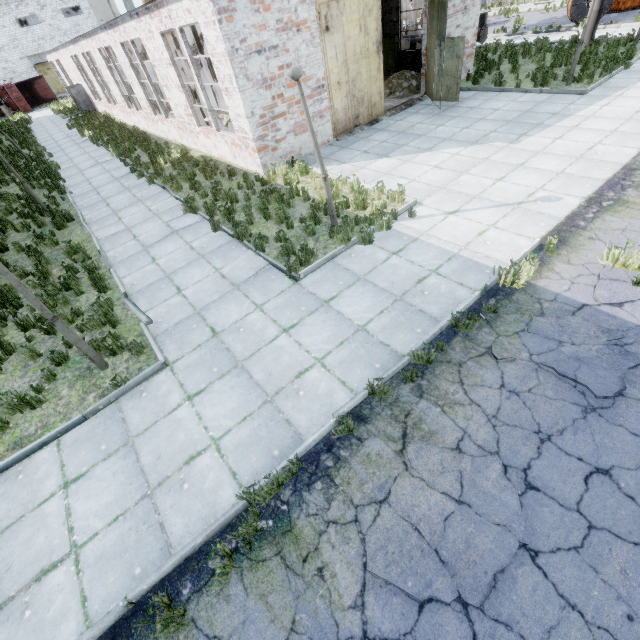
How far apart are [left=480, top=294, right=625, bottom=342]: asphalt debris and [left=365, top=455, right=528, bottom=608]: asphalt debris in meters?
1.4

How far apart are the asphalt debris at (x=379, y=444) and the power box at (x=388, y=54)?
21.36m

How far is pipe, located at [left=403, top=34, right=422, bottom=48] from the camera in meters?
18.7

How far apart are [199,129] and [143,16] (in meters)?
3.90

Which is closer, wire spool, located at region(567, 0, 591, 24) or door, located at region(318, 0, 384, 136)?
door, located at region(318, 0, 384, 136)

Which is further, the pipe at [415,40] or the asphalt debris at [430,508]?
the pipe at [415,40]

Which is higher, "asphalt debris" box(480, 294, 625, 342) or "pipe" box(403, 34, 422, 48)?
"pipe" box(403, 34, 422, 48)

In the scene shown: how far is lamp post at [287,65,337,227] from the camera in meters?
6.2 m
